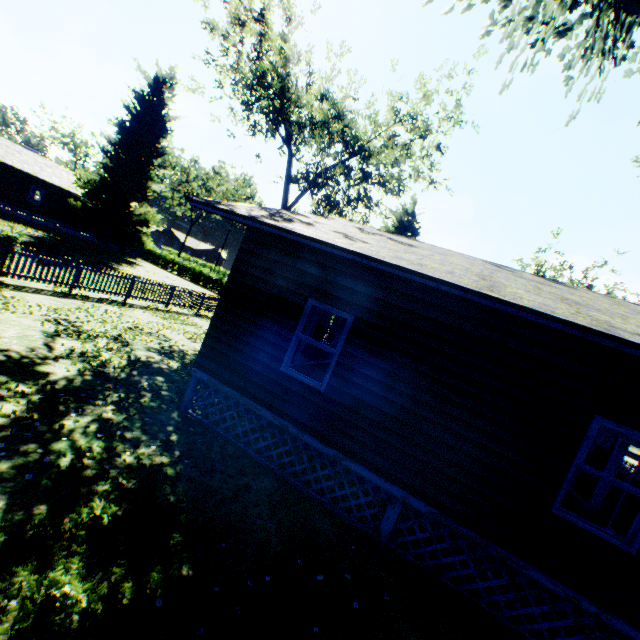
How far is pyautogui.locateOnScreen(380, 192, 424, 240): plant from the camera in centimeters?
3000cm

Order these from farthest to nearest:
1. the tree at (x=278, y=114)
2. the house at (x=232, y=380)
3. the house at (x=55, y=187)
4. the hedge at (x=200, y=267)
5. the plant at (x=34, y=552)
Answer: the hedge at (x=200, y=267), the house at (x=55, y=187), the tree at (x=278, y=114), the house at (x=232, y=380), the plant at (x=34, y=552)

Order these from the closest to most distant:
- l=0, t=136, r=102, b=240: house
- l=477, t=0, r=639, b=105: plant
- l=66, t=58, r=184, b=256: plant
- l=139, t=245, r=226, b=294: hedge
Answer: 1. l=477, t=0, r=639, b=105: plant
2. l=0, t=136, r=102, b=240: house
3. l=66, t=58, r=184, b=256: plant
4. l=139, t=245, r=226, b=294: hedge

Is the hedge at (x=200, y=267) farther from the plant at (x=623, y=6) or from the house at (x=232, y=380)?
the house at (x=232, y=380)

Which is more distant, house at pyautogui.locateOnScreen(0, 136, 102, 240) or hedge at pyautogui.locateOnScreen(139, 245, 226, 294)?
hedge at pyautogui.locateOnScreen(139, 245, 226, 294)

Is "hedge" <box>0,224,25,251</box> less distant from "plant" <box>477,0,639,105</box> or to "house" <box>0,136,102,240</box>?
"plant" <box>477,0,639,105</box>

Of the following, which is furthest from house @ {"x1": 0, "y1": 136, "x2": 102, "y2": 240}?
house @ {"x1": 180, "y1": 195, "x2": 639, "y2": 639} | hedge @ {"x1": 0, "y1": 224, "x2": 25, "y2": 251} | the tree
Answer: house @ {"x1": 180, "y1": 195, "x2": 639, "y2": 639}

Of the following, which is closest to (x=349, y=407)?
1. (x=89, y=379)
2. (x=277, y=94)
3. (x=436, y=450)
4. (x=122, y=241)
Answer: (x=436, y=450)
